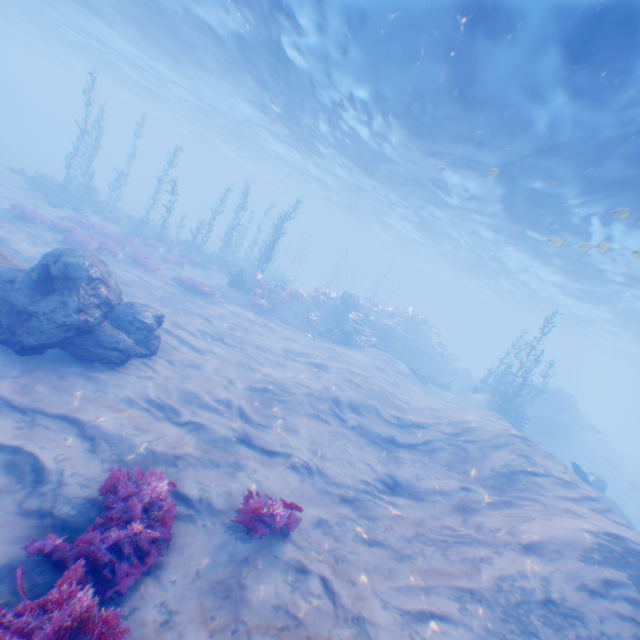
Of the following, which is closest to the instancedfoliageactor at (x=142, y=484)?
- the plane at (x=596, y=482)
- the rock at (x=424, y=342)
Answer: the plane at (x=596, y=482)

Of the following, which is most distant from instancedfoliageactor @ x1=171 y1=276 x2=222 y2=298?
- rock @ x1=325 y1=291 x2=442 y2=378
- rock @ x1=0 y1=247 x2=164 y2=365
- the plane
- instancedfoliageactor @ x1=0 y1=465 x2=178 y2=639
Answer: the plane

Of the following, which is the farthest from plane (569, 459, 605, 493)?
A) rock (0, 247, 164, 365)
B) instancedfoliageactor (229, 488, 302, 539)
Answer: instancedfoliageactor (229, 488, 302, 539)

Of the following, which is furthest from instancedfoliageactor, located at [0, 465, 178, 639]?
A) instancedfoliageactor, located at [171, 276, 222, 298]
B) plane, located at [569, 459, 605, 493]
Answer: instancedfoliageactor, located at [171, 276, 222, 298]

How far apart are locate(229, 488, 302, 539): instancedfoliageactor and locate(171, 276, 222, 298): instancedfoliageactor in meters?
13.9

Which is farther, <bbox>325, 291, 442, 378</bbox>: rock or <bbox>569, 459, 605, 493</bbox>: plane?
<bbox>325, 291, 442, 378</bbox>: rock

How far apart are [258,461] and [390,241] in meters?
52.5

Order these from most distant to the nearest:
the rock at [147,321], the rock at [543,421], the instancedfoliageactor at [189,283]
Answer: the rock at [543,421] < the instancedfoliageactor at [189,283] < the rock at [147,321]
